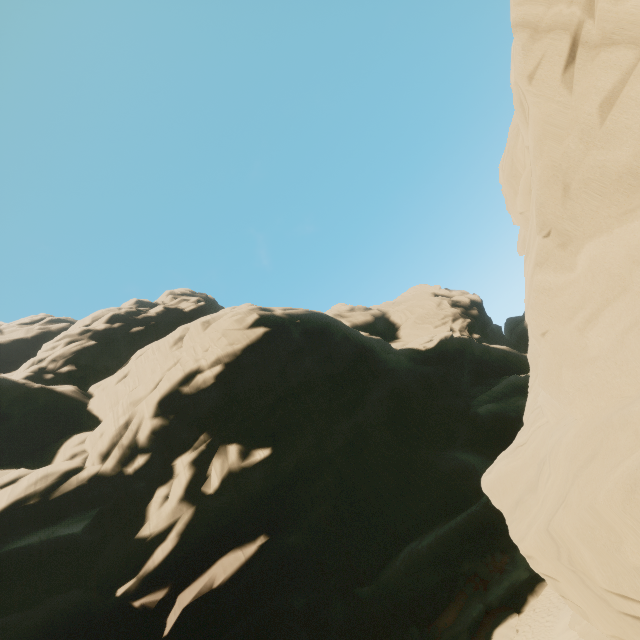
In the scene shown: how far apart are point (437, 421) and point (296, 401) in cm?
1845
